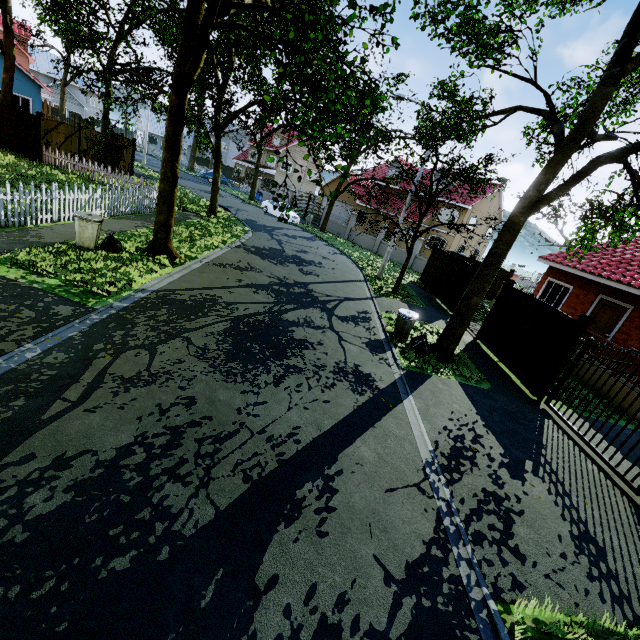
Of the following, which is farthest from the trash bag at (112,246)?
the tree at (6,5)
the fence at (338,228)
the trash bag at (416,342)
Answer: the fence at (338,228)

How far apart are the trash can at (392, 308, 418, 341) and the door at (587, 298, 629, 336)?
9.45m

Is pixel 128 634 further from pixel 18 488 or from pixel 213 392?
pixel 213 392

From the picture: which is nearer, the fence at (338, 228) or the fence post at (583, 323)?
the fence post at (583, 323)

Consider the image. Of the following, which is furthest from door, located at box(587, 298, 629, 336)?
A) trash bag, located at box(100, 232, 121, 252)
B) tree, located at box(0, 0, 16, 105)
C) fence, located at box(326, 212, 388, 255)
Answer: trash bag, located at box(100, 232, 121, 252)

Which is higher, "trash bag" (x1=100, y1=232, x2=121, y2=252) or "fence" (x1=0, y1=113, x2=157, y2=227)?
"fence" (x1=0, y1=113, x2=157, y2=227)

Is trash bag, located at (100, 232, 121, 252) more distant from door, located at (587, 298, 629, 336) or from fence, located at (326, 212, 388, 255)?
door, located at (587, 298, 629, 336)

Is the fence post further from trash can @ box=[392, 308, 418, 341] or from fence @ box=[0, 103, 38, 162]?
fence @ box=[0, 103, 38, 162]
